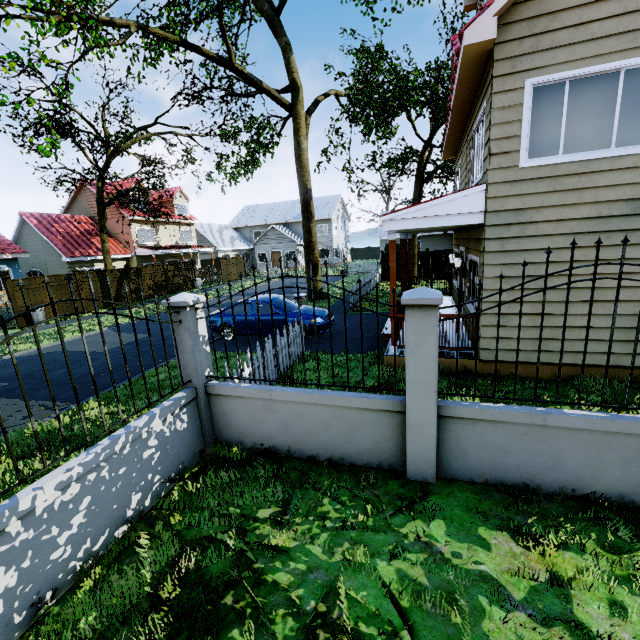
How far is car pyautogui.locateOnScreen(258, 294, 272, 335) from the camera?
10.9m

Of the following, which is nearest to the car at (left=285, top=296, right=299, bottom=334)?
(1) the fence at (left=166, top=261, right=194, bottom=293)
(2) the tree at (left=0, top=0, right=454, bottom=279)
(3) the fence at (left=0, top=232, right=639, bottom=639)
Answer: (3) the fence at (left=0, top=232, right=639, bottom=639)

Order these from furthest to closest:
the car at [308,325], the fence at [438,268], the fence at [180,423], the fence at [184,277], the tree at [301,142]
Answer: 1. the fence at [184,277]
2. the fence at [438,268]
3. the tree at [301,142]
4. the car at [308,325]
5. the fence at [180,423]

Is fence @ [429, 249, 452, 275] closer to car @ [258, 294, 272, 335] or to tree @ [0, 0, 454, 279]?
tree @ [0, 0, 454, 279]

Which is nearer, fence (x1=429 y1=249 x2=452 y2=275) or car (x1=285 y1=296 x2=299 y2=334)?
car (x1=285 y1=296 x2=299 y2=334)

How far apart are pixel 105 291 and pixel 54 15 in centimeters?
1319cm

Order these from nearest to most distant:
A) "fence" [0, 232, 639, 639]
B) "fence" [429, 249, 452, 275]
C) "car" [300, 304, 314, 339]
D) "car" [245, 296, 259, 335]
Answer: "fence" [0, 232, 639, 639] < "car" [300, 304, 314, 339] < "car" [245, 296, 259, 335] < "fence" [429, 249, 452, 275]

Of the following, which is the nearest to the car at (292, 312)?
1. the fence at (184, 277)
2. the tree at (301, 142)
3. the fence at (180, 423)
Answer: the fence at (180, 423)
